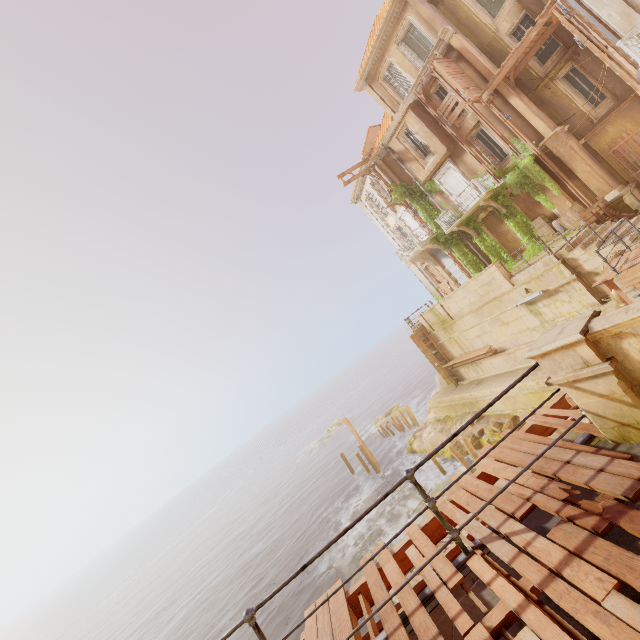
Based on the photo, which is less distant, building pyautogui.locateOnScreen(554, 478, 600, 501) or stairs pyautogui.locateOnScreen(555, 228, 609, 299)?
building pyautogui.locateOnScreen(554, 478, 600, 501)

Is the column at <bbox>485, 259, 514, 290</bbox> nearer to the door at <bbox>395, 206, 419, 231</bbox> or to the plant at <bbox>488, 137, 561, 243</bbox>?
the plant at <bbox>488, 137, 561, 243</bbox>

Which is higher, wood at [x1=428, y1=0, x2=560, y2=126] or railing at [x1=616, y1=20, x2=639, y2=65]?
wood at [x1=428, y1=0, x2=560, y2=126]

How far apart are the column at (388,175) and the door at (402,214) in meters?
0.5 m

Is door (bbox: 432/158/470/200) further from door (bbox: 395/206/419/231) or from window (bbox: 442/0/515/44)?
window (bbox: 442/0/515/44)

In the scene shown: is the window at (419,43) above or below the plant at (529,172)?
above

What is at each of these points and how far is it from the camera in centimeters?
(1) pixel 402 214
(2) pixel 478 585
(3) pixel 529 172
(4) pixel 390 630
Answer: (1) door, 2617cm
(2) building, 290cm
(3) plant, 1769cm
(4) wood, 295cm

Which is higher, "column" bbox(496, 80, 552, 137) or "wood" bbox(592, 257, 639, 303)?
"column" bbox(496, 80, 552, 137)
